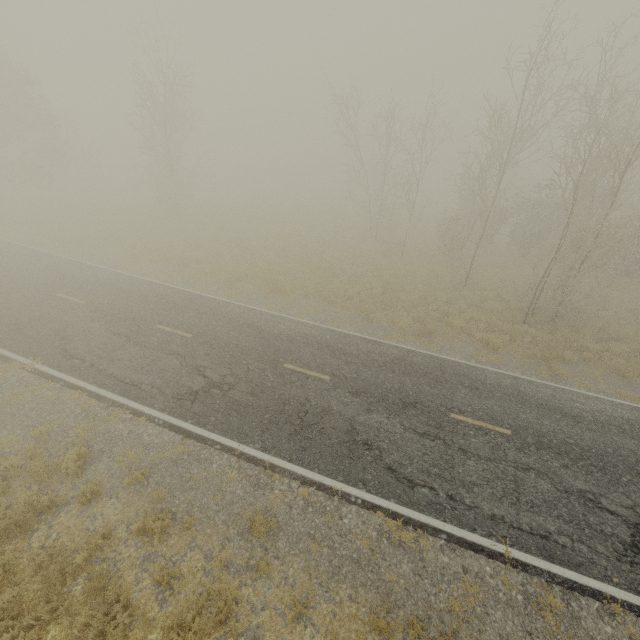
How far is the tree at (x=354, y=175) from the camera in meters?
23.2 m

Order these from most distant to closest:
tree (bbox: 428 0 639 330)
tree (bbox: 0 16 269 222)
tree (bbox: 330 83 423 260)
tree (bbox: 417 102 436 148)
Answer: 1. tree (bbox: 0 16 269 222)
2. tree (bbox: 330 83 423 260)
3. tree (bbox: 417 102 436 148)
4. tree (bbox: 428 0 639 330)

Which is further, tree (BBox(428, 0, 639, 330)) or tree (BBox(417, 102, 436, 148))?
tree (BBox(417, 102, 436, 148))

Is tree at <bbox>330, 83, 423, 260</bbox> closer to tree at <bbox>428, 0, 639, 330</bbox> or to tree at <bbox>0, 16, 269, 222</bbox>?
tree at <bbox>0, 16, 269, 222</bbox>

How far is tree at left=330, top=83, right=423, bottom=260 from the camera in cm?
2321

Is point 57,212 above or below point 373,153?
below
